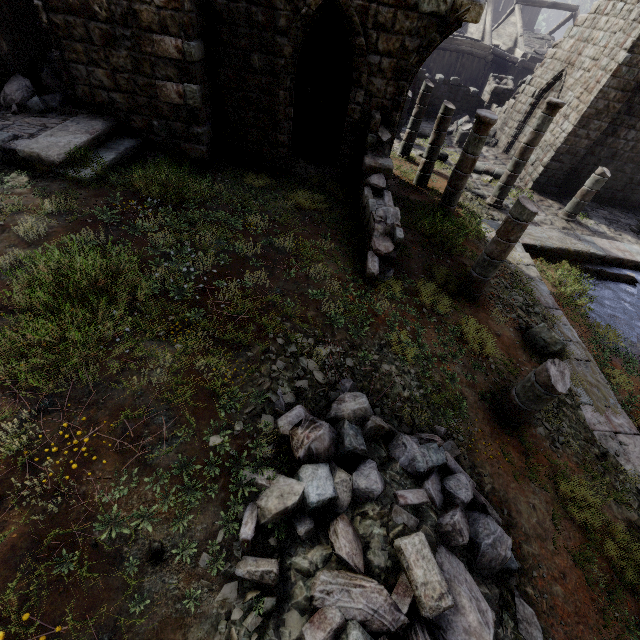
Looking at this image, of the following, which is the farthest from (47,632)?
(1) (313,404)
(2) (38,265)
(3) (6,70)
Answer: (3) (6,70)

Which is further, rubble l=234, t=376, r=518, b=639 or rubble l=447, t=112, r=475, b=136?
rubble l=447, t=112, r=475, b=136

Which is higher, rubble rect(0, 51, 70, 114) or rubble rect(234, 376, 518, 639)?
rubble rect(0, 51, 70, 114)

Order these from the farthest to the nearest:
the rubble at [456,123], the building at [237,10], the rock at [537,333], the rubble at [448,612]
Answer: the rubble at [456,123] < the rock at [537,333] < the building at [237,10] < the rubble at [448,612]

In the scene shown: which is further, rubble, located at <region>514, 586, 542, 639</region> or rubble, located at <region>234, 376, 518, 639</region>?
rubble, located at <region>514, 586, 542, 639</region>

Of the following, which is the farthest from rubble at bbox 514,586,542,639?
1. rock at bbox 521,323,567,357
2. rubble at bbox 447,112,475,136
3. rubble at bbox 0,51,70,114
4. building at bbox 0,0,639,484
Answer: rubble at bbox 447,112,475,136

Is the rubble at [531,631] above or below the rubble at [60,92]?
below

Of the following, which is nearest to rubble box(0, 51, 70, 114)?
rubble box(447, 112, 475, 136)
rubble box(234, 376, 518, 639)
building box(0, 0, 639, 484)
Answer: building box(0, 0, 639, 484)
